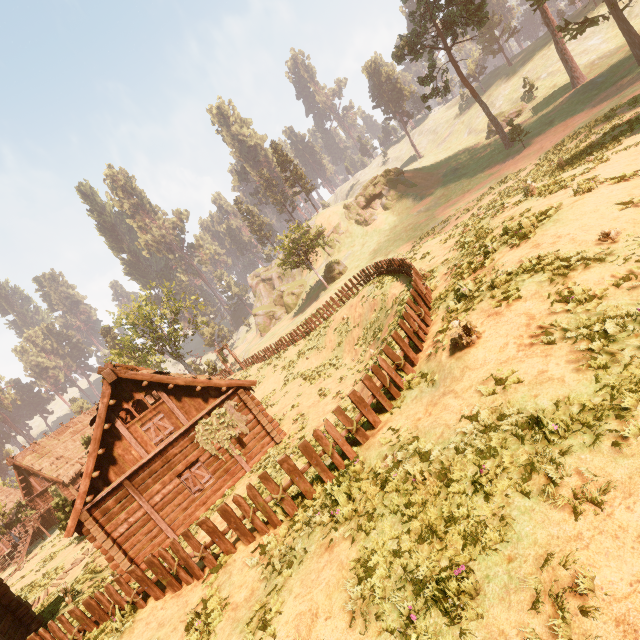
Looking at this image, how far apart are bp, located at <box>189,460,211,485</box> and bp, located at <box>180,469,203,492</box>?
0.2 meters

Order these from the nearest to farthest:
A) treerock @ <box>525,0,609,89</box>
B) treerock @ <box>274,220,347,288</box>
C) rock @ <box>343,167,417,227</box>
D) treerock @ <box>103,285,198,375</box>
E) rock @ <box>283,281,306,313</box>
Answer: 1. treerock @ <box>525,0,609,89</box>
2. treerock @ <box>103,285,198,375</box>
3. treerock @ <box>274,220,347,288</box>
4. rock @ <box>343,167,417,227</box>
5. rock @ <box>283,281,306,313</box>

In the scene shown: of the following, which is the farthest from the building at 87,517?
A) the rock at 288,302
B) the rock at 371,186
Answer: the rock at 371,186

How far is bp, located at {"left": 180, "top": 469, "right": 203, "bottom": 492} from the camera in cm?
1462

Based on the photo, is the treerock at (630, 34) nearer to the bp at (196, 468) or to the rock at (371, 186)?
the rock at (371, 186)

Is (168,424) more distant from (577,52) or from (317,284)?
(577,52)

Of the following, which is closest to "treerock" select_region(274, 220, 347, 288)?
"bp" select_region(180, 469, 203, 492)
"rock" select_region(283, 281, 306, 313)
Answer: "rock" select_region(283, 281, 306, 313)

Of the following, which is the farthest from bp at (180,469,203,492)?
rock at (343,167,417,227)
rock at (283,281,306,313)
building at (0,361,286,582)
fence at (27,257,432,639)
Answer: rock at (343,167,417,227)
